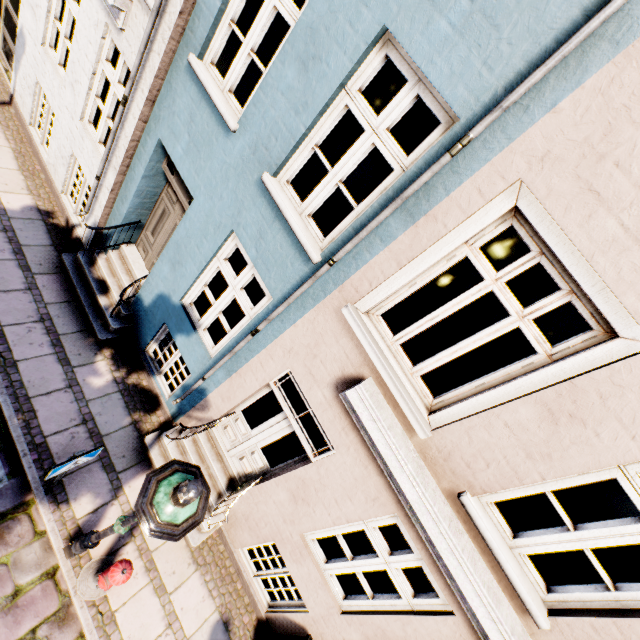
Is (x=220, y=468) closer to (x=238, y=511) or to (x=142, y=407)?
(x=238, y=511)

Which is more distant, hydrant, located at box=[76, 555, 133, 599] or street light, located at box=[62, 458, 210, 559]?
hydrant, located at box=[76, 555, 133, 599]

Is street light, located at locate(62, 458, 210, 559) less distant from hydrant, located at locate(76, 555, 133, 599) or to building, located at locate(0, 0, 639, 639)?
hydrant, located at locate(76, 555, 133, 599)

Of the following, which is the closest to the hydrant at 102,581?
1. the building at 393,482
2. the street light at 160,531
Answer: the street light at 160,531

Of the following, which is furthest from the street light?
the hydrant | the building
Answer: the building

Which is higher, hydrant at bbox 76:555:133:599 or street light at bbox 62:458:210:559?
street light at bbox 62:458:210:559
